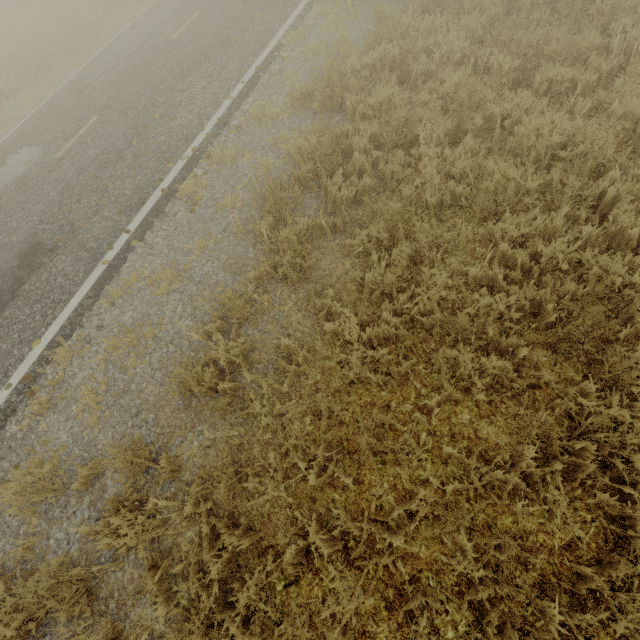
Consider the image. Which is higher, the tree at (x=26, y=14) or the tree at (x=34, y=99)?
the tree at (x=26, y=14)

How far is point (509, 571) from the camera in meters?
2.7

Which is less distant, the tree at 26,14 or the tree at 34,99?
the tree at 34,99

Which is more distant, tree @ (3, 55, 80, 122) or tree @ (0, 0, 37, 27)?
tree @ (0, 0, 37, 27)

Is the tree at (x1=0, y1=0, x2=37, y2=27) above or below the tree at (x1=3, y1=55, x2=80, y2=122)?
above
